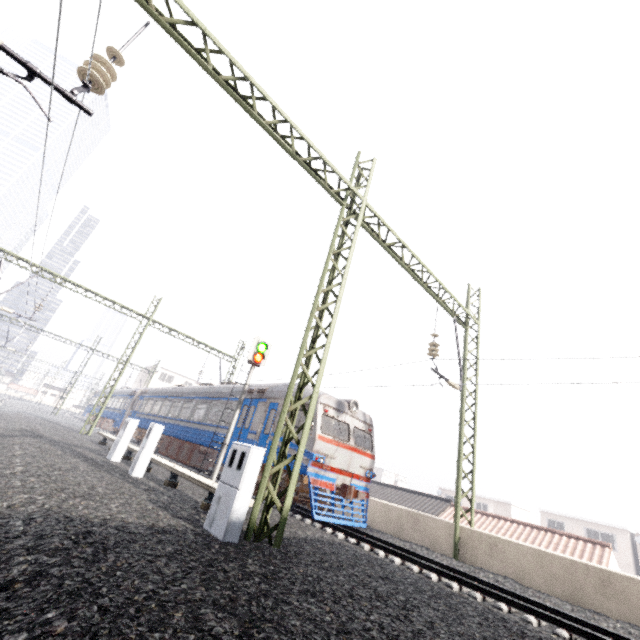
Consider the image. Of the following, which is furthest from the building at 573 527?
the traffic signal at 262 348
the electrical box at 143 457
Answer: the electrical box at 143 457

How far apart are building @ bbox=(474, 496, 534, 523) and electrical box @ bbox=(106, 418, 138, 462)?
44.9 meters

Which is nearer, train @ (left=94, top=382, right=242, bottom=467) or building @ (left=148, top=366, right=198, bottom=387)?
train @ (left=94, top=382, right=242, bottom=467)

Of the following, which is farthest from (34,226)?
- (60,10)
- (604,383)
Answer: (604,383)

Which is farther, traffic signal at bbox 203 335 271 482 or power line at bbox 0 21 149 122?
traffic signal at bbox 203 335 271 482

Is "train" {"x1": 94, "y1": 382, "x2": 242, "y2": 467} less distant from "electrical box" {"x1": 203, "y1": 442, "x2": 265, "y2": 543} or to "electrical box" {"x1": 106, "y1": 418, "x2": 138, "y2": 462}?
"electrical box" {"x1": 106, "y1": 418, "x2": 138, "y2": 462}

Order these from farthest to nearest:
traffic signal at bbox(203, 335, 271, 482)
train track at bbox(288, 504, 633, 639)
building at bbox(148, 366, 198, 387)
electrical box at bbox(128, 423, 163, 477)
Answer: building at bbox(148, 366, 198, 387)
traffic signal at bbox(203, 335, 271, 482)
electrical box at bbox(128, 423, 163, 477)
train track at bbox(288, 504, 633, 639)

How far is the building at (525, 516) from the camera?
39.38m
